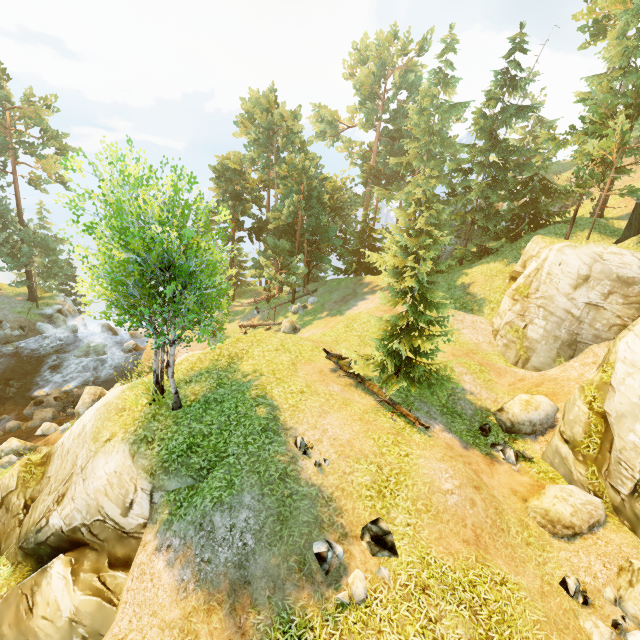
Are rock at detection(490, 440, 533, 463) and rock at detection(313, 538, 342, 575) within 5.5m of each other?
no

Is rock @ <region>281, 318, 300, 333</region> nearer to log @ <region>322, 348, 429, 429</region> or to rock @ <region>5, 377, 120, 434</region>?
log @ <region>322, 348, 429, 429</region>

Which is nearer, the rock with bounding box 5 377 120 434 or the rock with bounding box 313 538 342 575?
the rock with bounding box 313 538 342 575

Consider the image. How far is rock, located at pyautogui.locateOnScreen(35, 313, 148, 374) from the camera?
27.5m

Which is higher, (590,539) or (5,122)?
(5,122)

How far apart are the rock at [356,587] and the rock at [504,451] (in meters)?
7.44

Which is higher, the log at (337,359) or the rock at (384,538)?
the log at (337,359)

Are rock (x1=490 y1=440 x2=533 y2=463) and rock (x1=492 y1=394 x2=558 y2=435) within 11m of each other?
yes
